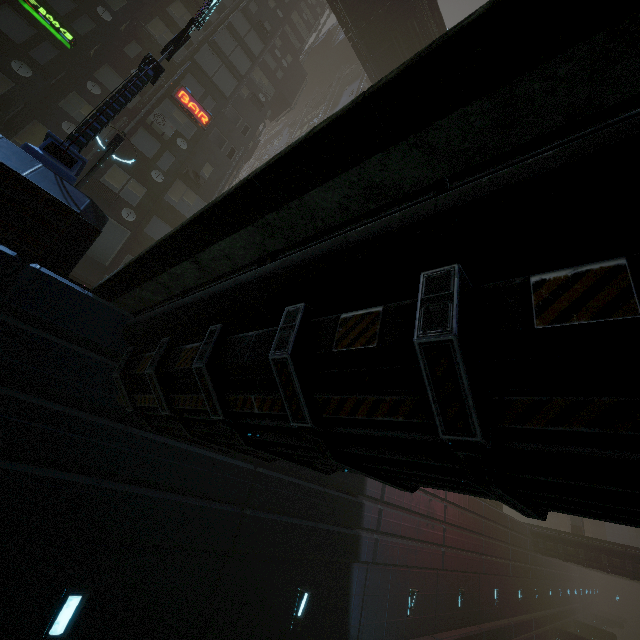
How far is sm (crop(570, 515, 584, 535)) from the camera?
29.3 meters

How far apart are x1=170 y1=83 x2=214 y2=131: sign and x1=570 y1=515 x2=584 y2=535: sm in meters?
41.3 m

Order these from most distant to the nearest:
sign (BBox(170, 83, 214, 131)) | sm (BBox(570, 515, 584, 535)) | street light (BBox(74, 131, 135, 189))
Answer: sm (BBox(570, 515, 584, 535)), sign (BBox(170, 83, 214, 131)), street light (BBox(74, 131, 135, 189))

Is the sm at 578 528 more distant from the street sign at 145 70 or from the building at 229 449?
the street sign at 145 70

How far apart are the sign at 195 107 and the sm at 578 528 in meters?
41.3

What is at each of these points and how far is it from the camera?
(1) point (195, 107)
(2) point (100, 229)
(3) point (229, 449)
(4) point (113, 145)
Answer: (1) sign, 19.8m
(2) building, 6.9m
(3) building, 5.1m
(4) street light, 10.8m

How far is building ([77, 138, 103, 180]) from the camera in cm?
1511

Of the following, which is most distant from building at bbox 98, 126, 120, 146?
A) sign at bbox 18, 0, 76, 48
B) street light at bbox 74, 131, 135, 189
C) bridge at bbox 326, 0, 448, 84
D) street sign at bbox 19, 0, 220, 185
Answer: bridge at bbox 326, 0, 448, 84
